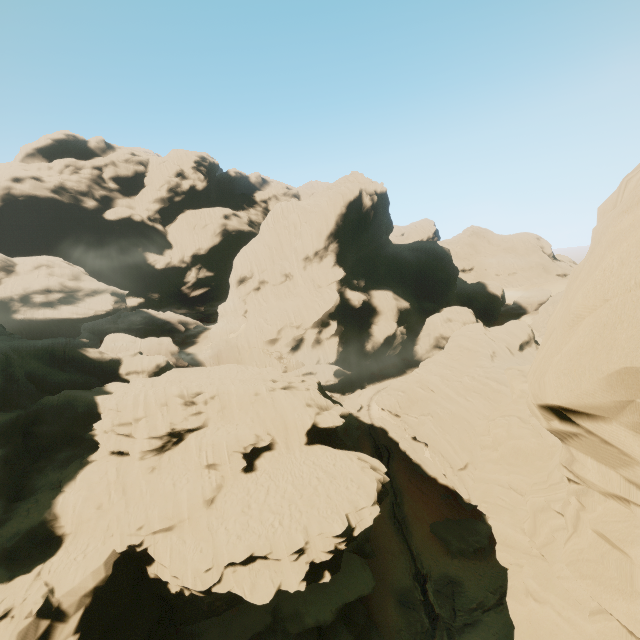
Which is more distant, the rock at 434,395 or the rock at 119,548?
the rock at 119,548

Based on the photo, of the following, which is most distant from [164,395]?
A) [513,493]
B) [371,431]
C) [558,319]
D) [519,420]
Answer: [371,431]

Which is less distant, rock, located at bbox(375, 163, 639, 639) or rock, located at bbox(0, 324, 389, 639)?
rock, located at bbox(375, 163, 639, 639)
